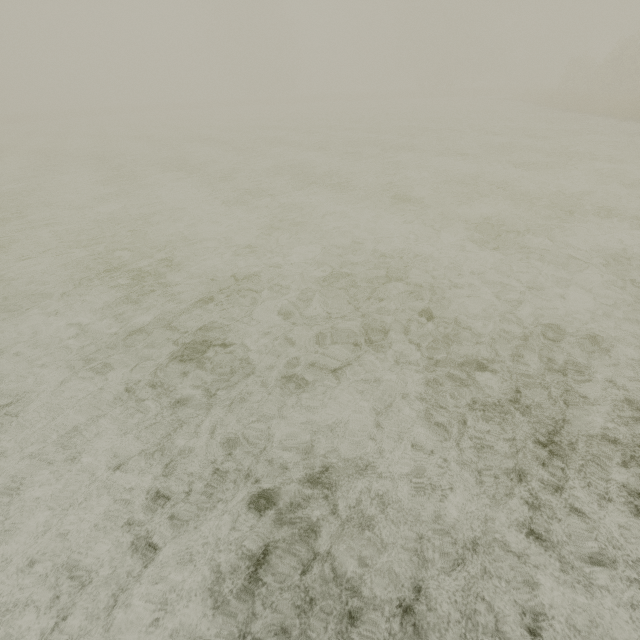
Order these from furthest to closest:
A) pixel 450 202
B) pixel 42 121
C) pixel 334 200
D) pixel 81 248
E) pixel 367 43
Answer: pixel 367 43, pixel 42 121, pixel 334 200, pixel 450 202, pixel 81 248
